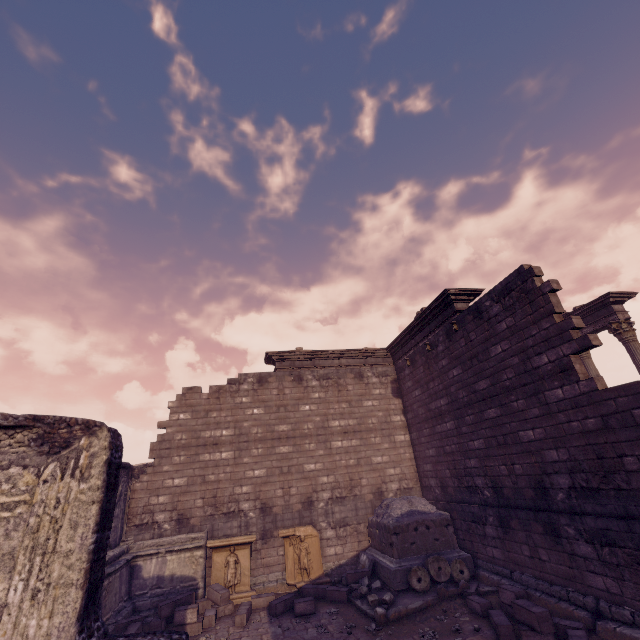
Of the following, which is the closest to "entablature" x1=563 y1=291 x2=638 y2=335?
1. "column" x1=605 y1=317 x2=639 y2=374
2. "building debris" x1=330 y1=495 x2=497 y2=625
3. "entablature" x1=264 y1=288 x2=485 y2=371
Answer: "column" x1=605 y1=317 x2=639 y2=374

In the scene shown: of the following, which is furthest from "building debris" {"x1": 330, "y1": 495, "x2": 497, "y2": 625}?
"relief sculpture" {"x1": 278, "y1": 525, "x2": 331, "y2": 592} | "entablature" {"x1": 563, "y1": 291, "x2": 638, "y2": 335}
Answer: "entablature" {"x1": 563, "y1": 291, "x2": 638, "y2": 335}

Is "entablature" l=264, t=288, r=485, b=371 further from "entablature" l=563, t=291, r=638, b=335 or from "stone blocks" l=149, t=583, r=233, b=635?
"stone blocks" l=149, t=583, r=233, b=635

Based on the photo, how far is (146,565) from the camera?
9.7 meters

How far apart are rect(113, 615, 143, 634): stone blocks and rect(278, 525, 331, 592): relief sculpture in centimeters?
394cm

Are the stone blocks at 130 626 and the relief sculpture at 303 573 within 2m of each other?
no

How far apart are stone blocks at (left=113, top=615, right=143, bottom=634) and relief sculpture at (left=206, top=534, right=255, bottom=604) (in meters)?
1.77

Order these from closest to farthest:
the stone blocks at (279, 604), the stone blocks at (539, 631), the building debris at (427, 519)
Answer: the stone blocks at (539, 631)
the building debris at (427, 519)
the stone blocks at (279, 604)
